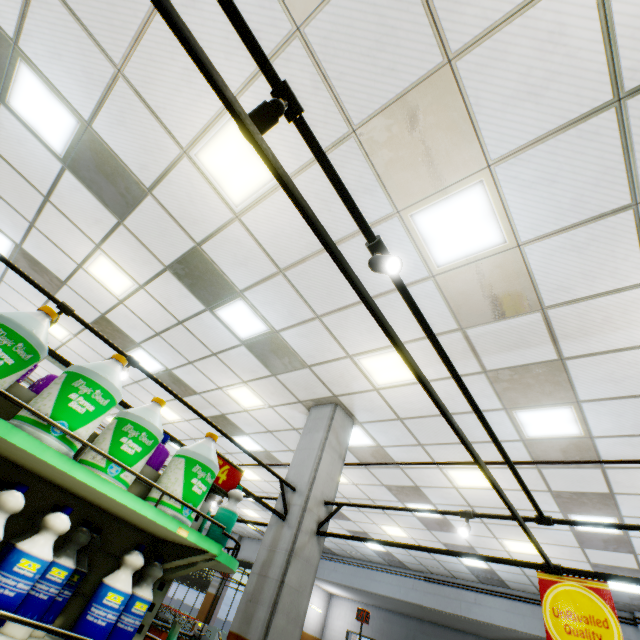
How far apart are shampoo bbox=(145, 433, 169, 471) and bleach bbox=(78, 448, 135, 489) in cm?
27

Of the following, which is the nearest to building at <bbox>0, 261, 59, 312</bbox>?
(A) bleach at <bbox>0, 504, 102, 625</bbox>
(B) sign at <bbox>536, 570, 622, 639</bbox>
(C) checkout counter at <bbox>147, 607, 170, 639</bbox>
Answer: (C) checkout counter at <bbox>147, 607, 170, 639</bbox>

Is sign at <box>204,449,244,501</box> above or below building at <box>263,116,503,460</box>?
below

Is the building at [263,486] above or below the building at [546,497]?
below

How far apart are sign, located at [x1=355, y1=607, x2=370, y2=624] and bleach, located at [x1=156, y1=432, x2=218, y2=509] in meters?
6.3

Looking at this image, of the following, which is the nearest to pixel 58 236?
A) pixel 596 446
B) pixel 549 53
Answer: pixel 549 53

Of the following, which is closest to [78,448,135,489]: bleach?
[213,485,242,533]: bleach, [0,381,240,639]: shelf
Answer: [0,381,240,639]: shelf

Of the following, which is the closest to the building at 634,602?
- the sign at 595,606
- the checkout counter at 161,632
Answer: the checkout counter at 161,632
